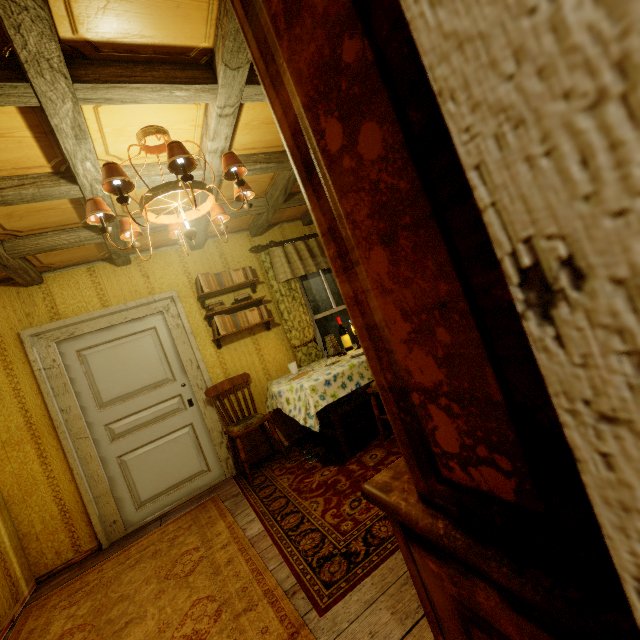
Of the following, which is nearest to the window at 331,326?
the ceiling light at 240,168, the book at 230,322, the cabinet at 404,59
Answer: the book at 230,322

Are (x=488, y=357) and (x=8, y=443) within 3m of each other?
no

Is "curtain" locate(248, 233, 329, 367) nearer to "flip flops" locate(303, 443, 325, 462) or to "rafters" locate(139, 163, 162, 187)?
"rafters" locate(139, 163, 162, 187)

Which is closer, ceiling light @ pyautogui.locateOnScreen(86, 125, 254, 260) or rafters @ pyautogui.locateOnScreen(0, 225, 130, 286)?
ceiling light @ pyautogui.locateOnScreen(86, 125, 254, 260)

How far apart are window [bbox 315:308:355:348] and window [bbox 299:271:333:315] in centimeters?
9cm

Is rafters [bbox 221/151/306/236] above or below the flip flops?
above

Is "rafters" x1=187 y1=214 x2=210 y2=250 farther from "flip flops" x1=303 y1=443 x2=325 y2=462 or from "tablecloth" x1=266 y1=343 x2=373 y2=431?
"flip flops" x1=303 y1=443 x2=325 y2=462

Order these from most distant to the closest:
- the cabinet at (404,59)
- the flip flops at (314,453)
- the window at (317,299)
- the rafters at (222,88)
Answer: the window at (317,299) < the flip flops at (314,453) < the rafters at (222,88) < the cabinet at (404,59)
